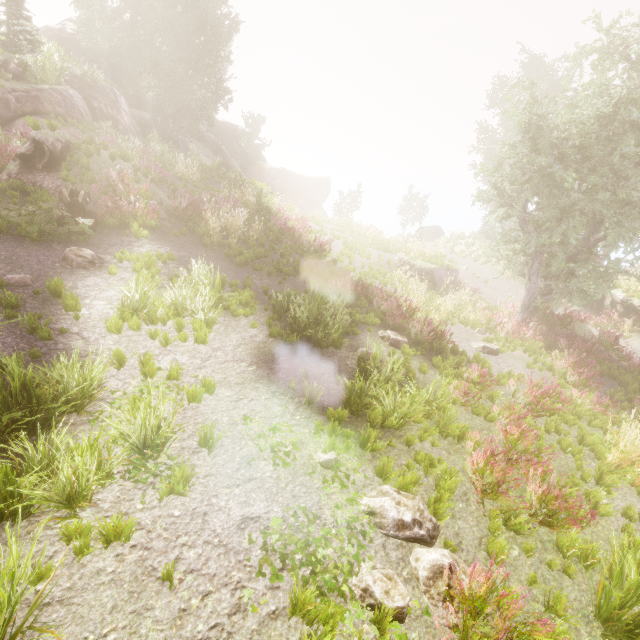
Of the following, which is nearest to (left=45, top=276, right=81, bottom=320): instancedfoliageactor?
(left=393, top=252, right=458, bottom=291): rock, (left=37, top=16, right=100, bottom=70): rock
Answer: (left=37, top=16, right=100, bottom=70): rock

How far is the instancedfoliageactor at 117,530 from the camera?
3.0m

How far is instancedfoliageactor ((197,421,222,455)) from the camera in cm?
428

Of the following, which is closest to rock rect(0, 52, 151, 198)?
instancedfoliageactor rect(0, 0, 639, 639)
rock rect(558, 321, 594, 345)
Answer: instancedfoliageactor rect(0, 0, 639, 639)

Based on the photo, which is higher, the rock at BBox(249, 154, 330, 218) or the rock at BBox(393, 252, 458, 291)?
the rock at BBox(249, 154, 330, 218)

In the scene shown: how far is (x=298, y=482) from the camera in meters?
4.3

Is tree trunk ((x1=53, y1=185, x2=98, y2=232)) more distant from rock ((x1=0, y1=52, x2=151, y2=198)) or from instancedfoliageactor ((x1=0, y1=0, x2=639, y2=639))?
instancedfoliageactor ((x1=0, y1=0, x2=639, y2=639))

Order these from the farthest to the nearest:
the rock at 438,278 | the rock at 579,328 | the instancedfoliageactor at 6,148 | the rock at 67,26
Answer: the rock at 67,26, the rock at 438,278, the rock at 579,328, the instancedfoliageactor at 6,148
